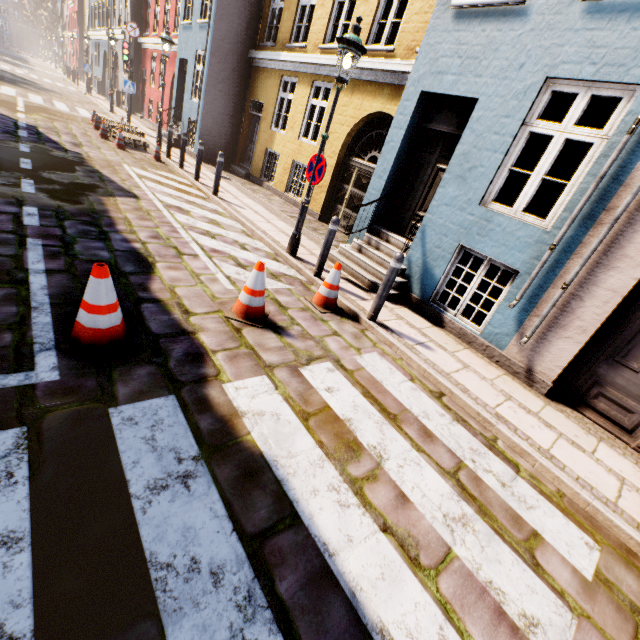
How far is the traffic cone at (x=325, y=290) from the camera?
4.95m

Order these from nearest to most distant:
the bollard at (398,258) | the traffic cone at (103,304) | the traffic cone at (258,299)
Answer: the traffic cone at (103,304), the traffic cone at (258,299), the bollard at (398,258)

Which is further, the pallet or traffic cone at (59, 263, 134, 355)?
the pallet

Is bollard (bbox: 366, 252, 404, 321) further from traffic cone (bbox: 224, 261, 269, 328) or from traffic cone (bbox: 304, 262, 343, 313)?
traffic cone (bbox: 224, 261, 269, 328)

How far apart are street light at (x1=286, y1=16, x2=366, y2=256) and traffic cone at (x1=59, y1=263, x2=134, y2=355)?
3.8m

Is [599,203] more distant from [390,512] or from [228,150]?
[228,150]

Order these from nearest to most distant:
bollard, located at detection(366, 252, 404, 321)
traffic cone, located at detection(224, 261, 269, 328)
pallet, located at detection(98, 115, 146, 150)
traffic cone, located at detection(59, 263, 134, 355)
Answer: traffic cone, located at detection(59, 263, 134, 355)
traffic cone, located at detection(224, 261, 269, 328)
bollard, located at detection(366, 252, 404, 321)
pallet, located at detection(98, 115, 146, 150)

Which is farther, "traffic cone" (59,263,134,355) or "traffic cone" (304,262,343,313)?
"traffic cone" (304,262,343,313)
